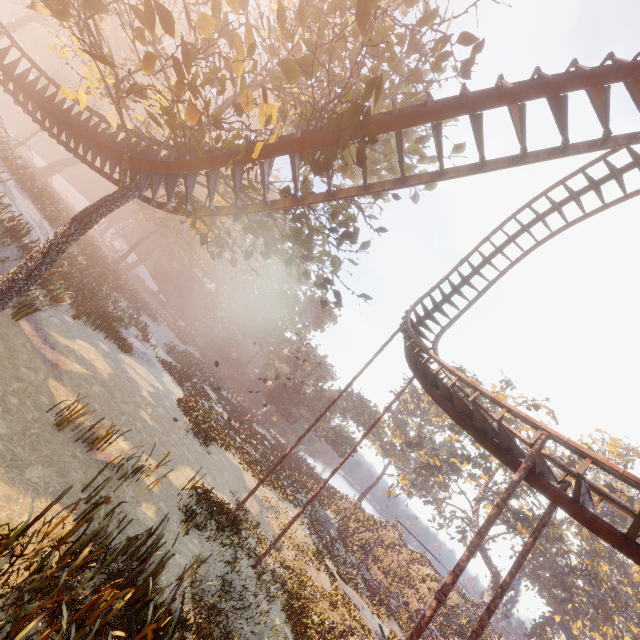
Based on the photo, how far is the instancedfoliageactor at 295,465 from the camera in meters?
25.7

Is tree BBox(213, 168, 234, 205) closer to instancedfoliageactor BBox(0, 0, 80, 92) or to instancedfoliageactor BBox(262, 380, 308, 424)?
instancedfoliageactor BBox(262, 380, 308, 424)

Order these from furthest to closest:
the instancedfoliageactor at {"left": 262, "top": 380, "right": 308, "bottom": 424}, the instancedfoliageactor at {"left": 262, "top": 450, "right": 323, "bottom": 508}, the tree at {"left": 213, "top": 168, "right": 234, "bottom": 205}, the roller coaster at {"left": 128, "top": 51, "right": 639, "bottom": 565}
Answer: the instancedfoliageactor at {"left": 262, "top": 380, "right": 308, "bottom": 424}
the instancedfoliageactor at {"left": 262, "top": 450, "right": 323, "bottom": 508}
the tree at {"left": 213, "top": 168, "right": 234, "bottom": 205}
the roller coaster at {"left": 128, "top": 51, "right": 639, "bottom": 565}

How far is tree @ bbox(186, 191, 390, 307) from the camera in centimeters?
1002cm

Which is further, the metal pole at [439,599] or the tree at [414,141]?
the tree at [414,141]

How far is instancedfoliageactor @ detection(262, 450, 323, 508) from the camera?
25.73m

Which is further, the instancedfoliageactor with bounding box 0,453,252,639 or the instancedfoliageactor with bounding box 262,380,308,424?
the instancedfoliageactor with bounding box 262,380,308,424

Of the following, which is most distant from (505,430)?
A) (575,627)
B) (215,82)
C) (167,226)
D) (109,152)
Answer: (575,627)
